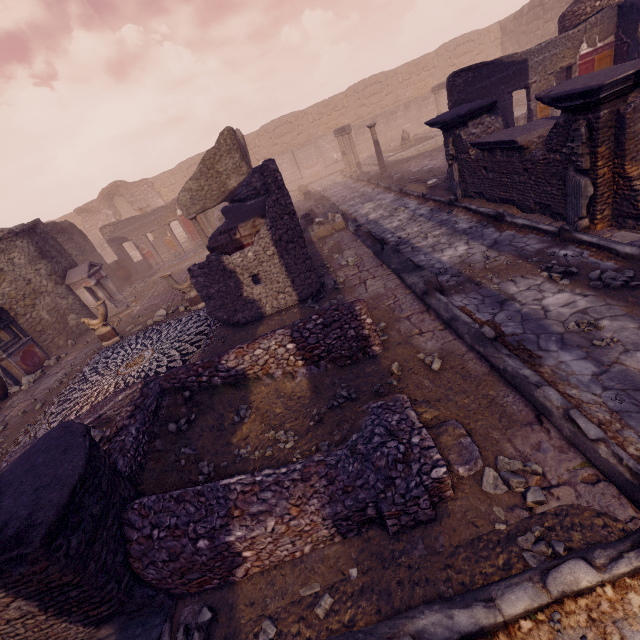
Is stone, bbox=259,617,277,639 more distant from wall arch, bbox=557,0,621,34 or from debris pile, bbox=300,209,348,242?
wall arch, bbox=557,0,621,34

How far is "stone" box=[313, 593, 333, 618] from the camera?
2.4m

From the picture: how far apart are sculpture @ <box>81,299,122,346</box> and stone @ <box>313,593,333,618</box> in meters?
9.5 m

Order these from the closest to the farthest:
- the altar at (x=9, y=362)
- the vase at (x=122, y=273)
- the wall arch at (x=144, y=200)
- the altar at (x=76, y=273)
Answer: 1. the altar at (x=9, y=362)
2. the altar at (x=76, y=273)
3. the vase at (x=122, y=273)
4. the wall arch at (x=144, y=200)

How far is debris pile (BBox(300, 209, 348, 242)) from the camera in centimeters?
1115cm

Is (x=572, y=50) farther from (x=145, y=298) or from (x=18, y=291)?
(x=18, y=291)

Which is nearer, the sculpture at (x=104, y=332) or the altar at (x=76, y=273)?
the sculpture at (x=104, y=332)

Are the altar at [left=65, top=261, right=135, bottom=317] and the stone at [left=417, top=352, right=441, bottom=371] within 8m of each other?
no
